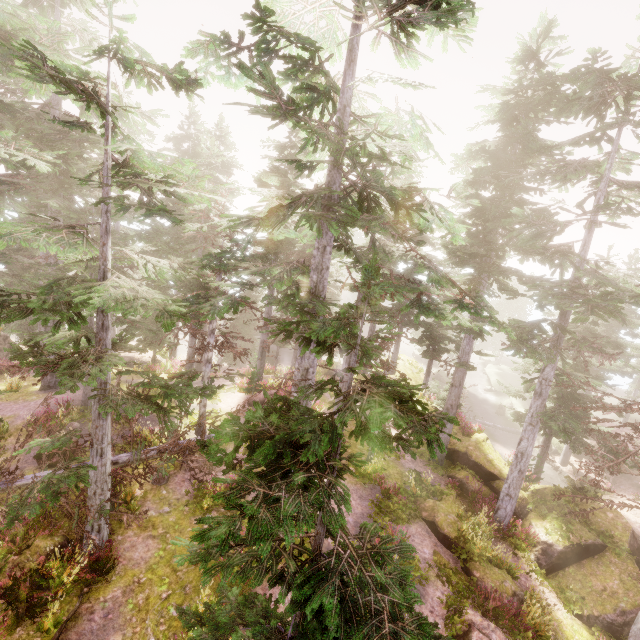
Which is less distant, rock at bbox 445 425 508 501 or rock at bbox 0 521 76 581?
rock at bbox 0 521 76 581

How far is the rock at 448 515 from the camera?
13.8m

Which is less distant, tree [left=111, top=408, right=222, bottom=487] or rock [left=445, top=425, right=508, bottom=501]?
tree [left=111, top=408, right=222, bottom=487]

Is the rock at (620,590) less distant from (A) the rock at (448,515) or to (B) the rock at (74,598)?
(A) the rock at (448,515)

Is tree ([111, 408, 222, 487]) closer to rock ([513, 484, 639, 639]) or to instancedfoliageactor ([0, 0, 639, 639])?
instancedfoliageactor ([0, 0, 639, 639])

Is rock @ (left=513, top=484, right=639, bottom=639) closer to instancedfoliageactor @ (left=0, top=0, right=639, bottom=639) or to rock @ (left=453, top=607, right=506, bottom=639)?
instancedfoliageactor @ (left=0, top=0, right=639, bottom=639)

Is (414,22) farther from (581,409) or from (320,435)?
(581,409)

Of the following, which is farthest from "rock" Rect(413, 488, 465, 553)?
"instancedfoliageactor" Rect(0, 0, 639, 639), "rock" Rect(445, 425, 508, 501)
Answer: "rock" Rect(445, 425, 508, 501)
